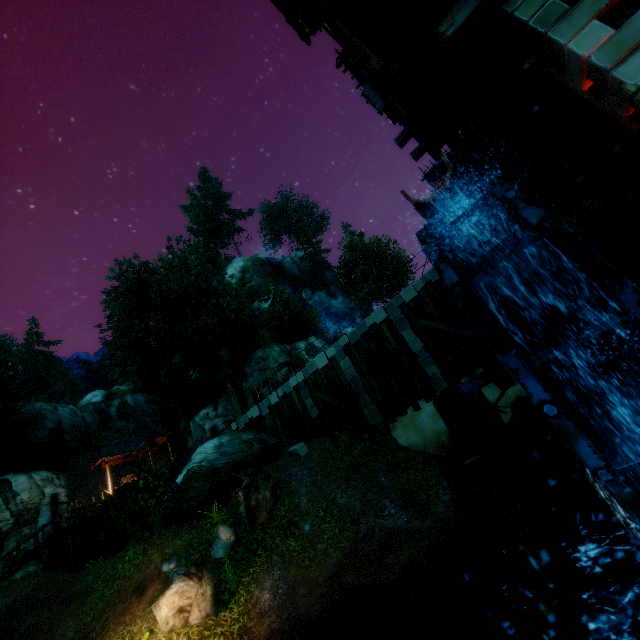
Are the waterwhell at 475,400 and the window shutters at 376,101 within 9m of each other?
yes

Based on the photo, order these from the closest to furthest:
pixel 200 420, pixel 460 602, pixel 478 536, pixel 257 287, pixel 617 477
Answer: pixel 617 477
pixel 460 602
pixel 478 536
pixel 200 420
pixel 257 287

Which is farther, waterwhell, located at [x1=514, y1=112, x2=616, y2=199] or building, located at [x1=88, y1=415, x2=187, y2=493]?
building, located at [x1=88, y1=415, x2=187, y2=493]

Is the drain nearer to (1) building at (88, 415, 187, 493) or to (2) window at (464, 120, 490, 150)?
(2) window at (464, 120, 490, 150)

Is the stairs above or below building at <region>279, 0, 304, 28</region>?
below

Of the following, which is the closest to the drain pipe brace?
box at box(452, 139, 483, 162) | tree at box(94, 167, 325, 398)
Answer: box at box(452, 139, 483, 162)

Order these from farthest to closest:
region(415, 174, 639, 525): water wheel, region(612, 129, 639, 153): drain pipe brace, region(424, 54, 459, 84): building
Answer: region(424, 54, 459, 84): building < region(612, 129, 639, 153): drain pipe brace < region(415, 174, 639, 525): water wheel

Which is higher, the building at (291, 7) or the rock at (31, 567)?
the building at (291, 7)
